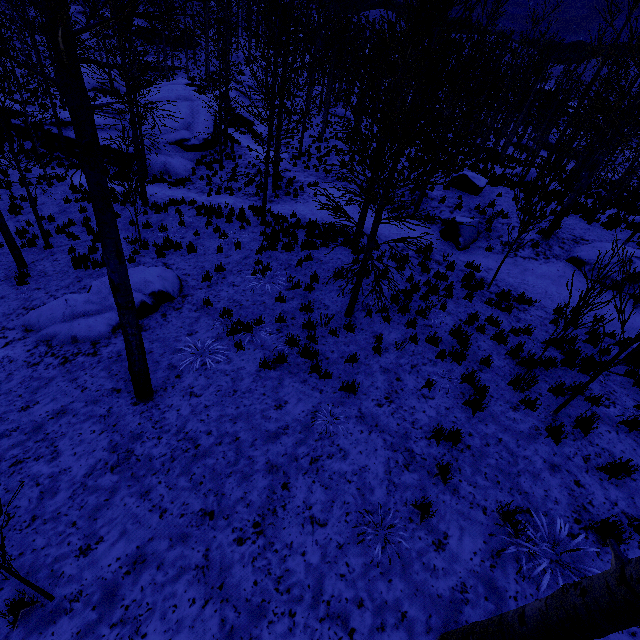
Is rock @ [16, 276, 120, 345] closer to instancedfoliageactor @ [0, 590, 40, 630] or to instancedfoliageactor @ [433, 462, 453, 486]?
instancedfoliageactor @ [0, 590, 40, 630]

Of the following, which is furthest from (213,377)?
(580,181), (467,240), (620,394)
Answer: (580,181)

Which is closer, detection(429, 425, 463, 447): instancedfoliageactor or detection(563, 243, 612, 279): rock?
detection(429, 425, 463, 447): instancedfoliageactor

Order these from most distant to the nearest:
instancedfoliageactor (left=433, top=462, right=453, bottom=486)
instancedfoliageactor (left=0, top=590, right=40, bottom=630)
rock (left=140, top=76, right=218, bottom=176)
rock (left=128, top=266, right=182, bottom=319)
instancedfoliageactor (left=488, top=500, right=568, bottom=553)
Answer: rock (left=140, top=76, right=218, bottom=176)
rock (left=128, top=266, right=182, bottom=319)
instancedfoliageactor (left=433, top=462, right=453, bottom=486)
instancedfoliageactor (left=488, top=500, right=568, bottom=553)
instancedfoliageactor (left=0, top=590, right=40, bottom=630)

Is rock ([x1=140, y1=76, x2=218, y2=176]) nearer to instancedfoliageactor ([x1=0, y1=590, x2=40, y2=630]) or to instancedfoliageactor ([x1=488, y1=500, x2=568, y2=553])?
instancedfoliageactor ([x1=0, y1=590, x2=40, y2=630])

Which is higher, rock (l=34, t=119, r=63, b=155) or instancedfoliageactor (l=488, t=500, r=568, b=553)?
instancedfoliageactor (l=488, t=500, r=568, b=553)

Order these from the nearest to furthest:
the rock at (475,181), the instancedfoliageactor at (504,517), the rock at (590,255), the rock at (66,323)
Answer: the instancedfoliageactor at (504,517) → the rock at (66,323) → the rock at (590,255) → the rock at (475,181)

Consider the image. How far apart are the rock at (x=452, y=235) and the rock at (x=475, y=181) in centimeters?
364cm
